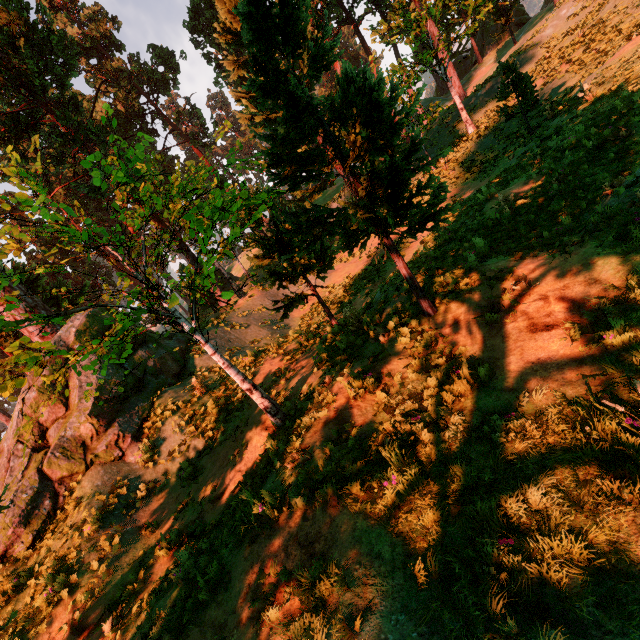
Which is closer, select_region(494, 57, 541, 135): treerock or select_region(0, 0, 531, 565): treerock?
select_region(0, 0, 531, 565): treerock

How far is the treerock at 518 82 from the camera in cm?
1470

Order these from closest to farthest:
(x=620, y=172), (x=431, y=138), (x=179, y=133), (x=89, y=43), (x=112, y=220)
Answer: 1. (x=620, y=172)
2. (x=431, y=138)
3. (x=89, y=43)
4. (x=179, y=133)
5. (x=112, y=220)

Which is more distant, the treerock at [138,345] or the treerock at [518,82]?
the treerock at [518,82]

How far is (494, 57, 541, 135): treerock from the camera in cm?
1470
